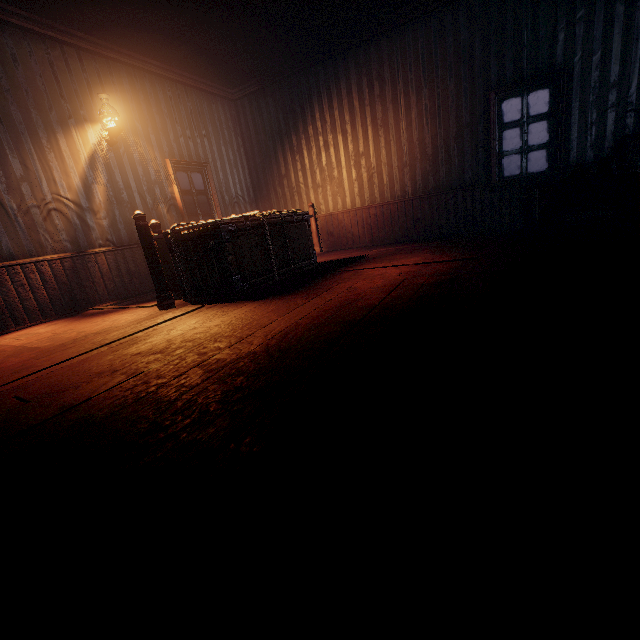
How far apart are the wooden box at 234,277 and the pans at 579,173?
3.89m

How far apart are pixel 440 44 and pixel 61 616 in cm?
773

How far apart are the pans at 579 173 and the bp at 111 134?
6.90m

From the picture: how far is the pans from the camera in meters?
4.0

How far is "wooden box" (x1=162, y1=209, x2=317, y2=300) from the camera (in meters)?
3.69

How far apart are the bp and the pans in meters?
6.9

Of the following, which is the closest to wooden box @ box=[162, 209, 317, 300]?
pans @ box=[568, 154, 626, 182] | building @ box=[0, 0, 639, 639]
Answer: building @ box=[0, 0, 639, 639]

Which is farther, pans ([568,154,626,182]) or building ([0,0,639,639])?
pans ([568,154,626,182])
